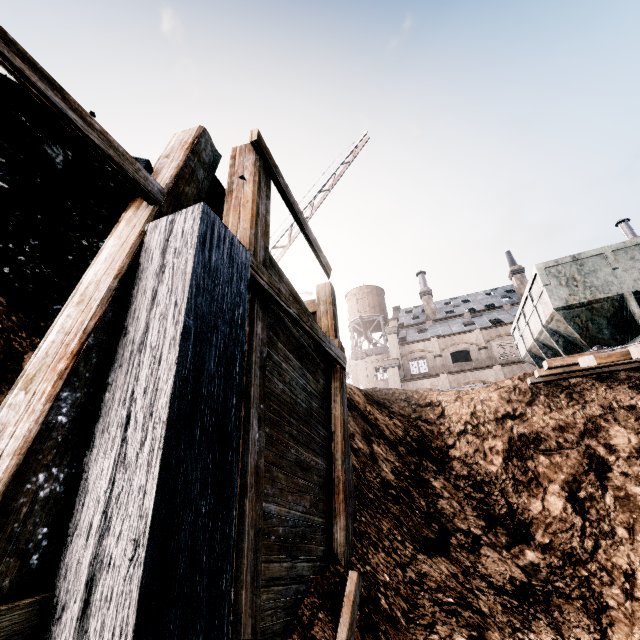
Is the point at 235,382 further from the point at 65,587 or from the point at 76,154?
the point at 76,154

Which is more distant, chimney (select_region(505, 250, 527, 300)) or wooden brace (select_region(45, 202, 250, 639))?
chimney (select_region(505, 250, 527, 300))

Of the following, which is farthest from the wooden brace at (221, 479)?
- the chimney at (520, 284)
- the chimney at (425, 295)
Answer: the chimney at (520, 284)

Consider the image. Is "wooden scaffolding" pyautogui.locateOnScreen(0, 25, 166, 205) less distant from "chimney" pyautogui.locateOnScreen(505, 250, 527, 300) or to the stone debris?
the stone debris

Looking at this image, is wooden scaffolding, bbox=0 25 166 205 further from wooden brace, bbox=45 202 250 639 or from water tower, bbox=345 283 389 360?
water tower, bbox=345 283 389 360

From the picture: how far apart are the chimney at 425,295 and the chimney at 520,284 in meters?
9.5 m

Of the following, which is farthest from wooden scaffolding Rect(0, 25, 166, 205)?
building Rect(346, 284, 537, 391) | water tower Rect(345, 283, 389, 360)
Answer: water tower Rect(345, 283, 389, 360)

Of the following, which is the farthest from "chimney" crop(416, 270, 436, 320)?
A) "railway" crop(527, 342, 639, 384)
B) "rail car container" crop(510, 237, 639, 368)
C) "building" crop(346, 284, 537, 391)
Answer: "railway" crop(527, 342, 639, 384)
